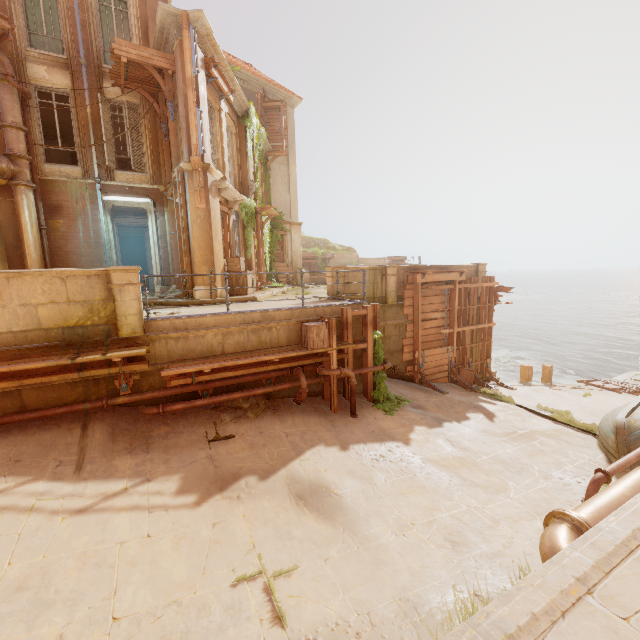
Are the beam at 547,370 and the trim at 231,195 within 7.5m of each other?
no

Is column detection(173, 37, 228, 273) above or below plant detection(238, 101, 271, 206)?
below

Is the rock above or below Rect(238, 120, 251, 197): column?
below

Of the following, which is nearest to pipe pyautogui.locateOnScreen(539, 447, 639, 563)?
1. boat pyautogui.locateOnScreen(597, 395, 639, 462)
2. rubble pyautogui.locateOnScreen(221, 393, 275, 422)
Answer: boat pyautogui.locateOnScreen(597, 395, 639, 462)

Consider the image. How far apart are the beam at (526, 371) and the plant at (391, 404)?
9.35m

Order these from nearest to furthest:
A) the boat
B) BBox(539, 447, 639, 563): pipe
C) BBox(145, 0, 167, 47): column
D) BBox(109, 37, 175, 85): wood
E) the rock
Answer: BBox(539, 447, 639, 563): pipe < the boat < BBox(109, 37, 175, 85): wood < BBox(145, 0, 167, 47): column < the rock

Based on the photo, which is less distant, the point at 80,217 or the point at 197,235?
the point at 197,235

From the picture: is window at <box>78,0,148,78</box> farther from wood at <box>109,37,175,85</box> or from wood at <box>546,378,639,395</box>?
wood at <box>546,378,639,395</box>
